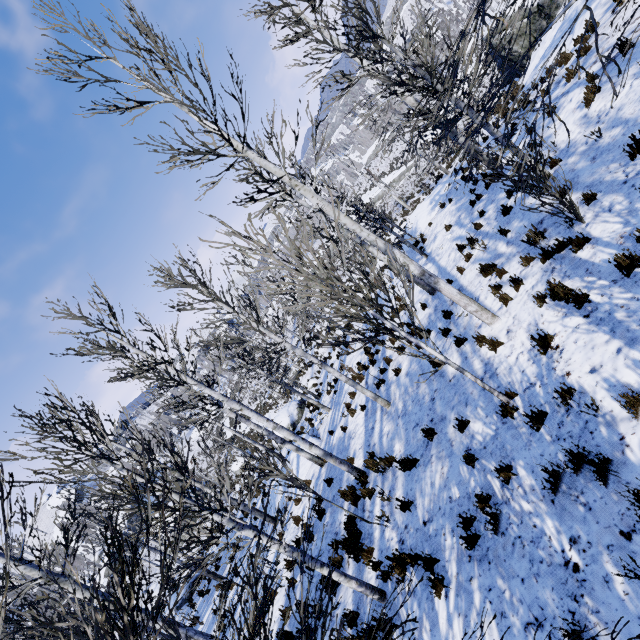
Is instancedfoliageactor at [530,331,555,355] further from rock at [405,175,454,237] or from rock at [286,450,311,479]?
rock at [405,175,454,237]

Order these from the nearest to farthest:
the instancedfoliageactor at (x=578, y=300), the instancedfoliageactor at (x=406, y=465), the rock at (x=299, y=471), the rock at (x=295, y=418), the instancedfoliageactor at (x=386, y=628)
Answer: the instancedfoliageactor at (x=386, y=628), the instancedfoliageactor at (x=578, y=300), the instancedfoliageactor at (x=406, y=465), the rock at (x=299, y=471), the rock at (x=295, y=418)

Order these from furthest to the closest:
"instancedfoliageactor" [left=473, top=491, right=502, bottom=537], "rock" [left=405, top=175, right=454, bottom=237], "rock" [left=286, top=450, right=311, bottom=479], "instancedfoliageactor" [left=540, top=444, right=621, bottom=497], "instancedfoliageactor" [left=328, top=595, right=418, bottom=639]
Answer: "rock" [left=405, top=175, right=454, bottom=237]
"rock" [left=286, top=450, right=311, bottom=479]
"instancedfoliageactor" [left=473, top=491, right=502, bottom=537]
"instancedfoliageactor" [left=540, top=444, right=621, bottom=497]
"instancedfoliageactor" [left=328, top=595, right=418, bottom=639]

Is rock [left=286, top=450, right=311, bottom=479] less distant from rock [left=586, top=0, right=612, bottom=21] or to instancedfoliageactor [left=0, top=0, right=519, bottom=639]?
instancedfoliageactor [left=0, top=0, right=519, bottom=639]

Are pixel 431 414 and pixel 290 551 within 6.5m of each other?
yes

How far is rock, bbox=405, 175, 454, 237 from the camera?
19.47m

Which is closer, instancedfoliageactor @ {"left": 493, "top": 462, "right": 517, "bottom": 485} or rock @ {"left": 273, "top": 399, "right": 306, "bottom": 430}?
instancedfoliageactor @ {"left": 493, "top": 462, "right": 517, "bottom": 485}

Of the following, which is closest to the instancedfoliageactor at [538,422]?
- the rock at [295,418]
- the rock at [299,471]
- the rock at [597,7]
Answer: the rock at [299,471]
